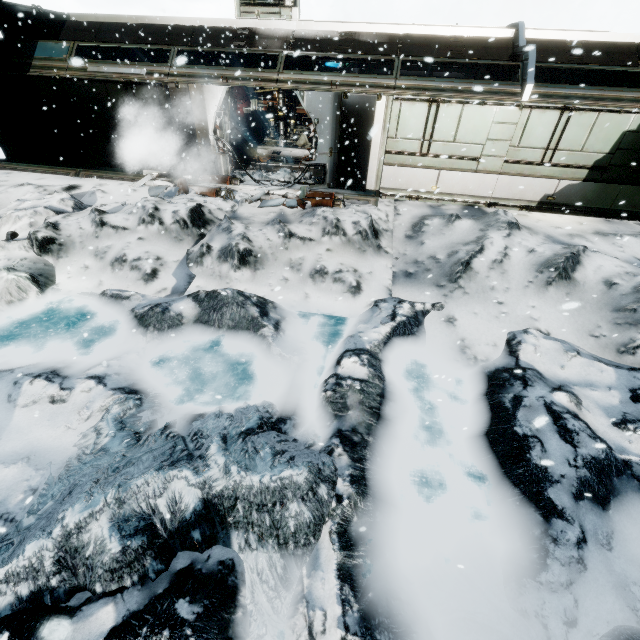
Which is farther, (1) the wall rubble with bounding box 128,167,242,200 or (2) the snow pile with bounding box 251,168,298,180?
(2) the snow pile with bounding box 251,168,298,180

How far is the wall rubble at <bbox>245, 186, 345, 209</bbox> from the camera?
9.8m

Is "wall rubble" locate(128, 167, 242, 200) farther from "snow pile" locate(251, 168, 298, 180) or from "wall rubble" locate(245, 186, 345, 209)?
"wall rubble" locate(245, 186, 345, 209)

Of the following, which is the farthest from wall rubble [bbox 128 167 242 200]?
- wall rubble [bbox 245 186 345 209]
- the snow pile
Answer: wall rubble [bbox 245 186 345 209]

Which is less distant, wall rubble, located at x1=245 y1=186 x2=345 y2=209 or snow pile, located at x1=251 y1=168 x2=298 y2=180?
wall rubble, located at x1=245 y1=186 x2=345 y2=209

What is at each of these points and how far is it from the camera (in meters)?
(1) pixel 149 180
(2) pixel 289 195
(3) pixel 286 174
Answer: (1) wall rubble, 10.97
(2) wall rubble, 10.30
(3) snow pile, 11.64

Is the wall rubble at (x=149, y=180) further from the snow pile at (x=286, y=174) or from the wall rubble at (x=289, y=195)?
the wall rubble at (x=289, y=195)
